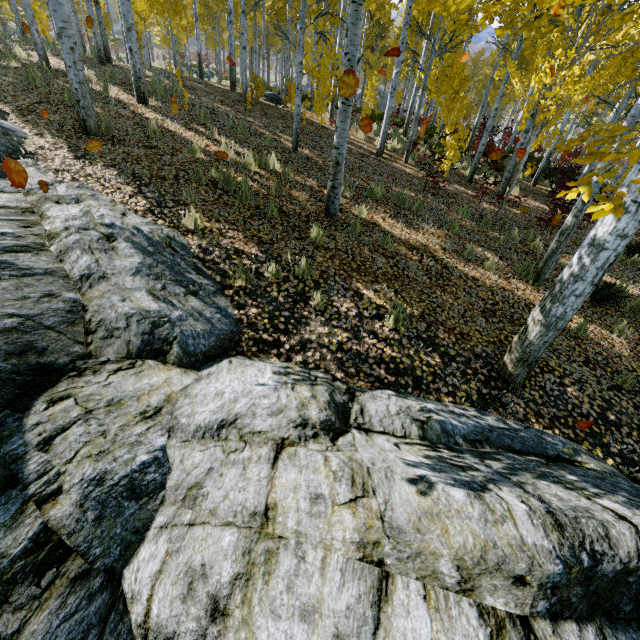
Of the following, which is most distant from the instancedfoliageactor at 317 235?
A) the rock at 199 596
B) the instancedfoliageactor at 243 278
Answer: the instancedfoliageactor at 243 278

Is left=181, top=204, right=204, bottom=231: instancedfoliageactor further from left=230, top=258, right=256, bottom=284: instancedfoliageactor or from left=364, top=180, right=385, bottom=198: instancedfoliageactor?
left=364, top=180, right=385, bottom=198: instancedfoliageactor

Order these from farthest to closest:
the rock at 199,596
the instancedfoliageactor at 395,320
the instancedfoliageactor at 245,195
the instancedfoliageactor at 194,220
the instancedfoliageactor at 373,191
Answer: the instancedfoliageactor at 373,191
the instancedfoliageactor at 245,195
the instancedfoliageactor at 194,220
the instancedfoliageactor at 395,320
the rock at 199,596

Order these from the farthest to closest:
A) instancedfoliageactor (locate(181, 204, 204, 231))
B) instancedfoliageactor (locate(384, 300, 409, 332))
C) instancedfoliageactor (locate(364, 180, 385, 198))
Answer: instancedfoliageactor (locate(364, 180, 385, 198)) → instancedfoliageactor (locate(181, 204, 204, 231)) → instancedfoliageactor (locate(384, 300, 409, 332))

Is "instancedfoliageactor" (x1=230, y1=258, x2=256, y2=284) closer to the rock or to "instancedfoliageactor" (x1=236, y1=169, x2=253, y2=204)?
the rock

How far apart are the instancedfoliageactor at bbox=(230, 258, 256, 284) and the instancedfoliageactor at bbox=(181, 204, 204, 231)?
1.19m

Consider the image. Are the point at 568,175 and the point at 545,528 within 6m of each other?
no

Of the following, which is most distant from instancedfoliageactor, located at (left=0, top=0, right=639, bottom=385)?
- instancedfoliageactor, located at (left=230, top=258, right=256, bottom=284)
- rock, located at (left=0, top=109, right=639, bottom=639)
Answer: instancedfoliageactor, located at (left=230, top=258, right=256, bottom=284)
